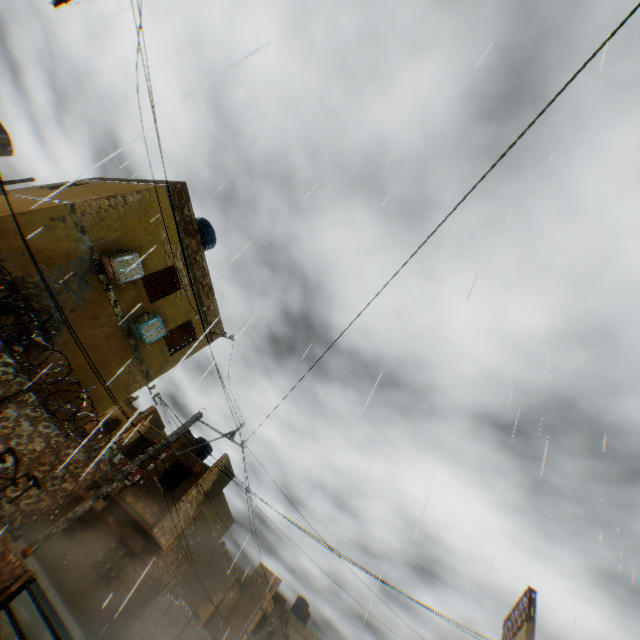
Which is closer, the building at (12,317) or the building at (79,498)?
the building at (12,317)

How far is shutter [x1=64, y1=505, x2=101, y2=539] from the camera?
17.3 meters

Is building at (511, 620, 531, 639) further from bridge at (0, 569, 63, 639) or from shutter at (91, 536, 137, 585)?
bridge at (0, 569, 63, 639)

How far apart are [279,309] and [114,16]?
8.1 meters

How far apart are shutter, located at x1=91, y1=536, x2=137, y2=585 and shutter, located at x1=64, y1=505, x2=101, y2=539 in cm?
200

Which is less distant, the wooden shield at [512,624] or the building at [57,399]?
the building at [57,399]

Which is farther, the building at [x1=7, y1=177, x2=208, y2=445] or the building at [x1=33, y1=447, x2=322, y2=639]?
the building at [x1=33, y1=447, x2=322, y2=639]

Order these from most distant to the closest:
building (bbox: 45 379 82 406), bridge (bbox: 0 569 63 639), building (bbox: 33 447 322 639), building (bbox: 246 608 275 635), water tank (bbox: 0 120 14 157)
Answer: building (bbox: 246 608 275 635) < building (bbox: 33 447 322 639) < water tank (bbox: 0 120 14 157) < building (bbox: 45 379 82 406) < bridge (bbox: 0 569 63 639)
